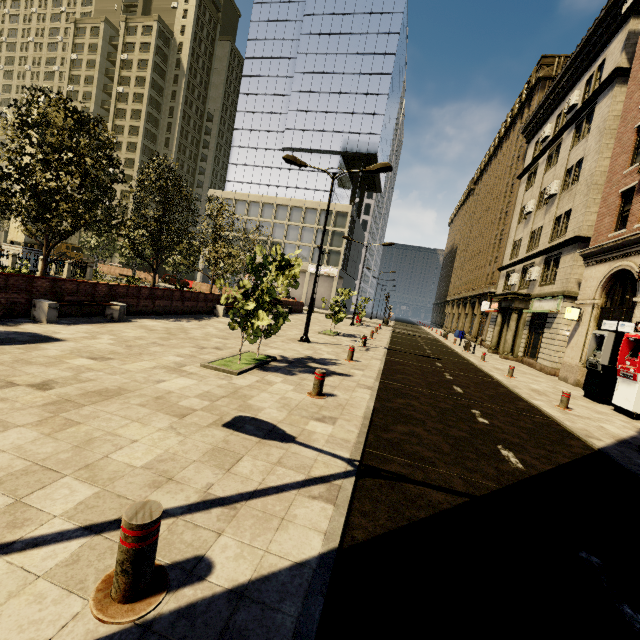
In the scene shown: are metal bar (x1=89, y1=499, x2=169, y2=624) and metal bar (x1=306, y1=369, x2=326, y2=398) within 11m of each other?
yes

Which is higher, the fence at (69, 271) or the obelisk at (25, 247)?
the obelisk at (25, 247)

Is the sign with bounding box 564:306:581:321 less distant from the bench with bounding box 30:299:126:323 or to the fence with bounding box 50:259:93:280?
the bench with bounding box 30:299:126:323

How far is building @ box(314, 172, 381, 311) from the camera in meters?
50.3 m

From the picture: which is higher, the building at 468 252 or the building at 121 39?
the building at 121 39

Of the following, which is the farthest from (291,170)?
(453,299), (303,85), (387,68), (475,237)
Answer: (453,299)

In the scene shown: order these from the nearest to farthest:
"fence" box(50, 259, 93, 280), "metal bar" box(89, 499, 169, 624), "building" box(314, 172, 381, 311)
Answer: "metal bar" box(89, 499, 169, 624), "fence" box(50, 259, 93, 280), "building" box(314, 172, 381, 311)

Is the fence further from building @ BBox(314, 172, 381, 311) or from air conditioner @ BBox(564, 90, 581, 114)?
air conditioner @ BBox(564, 90, 581, 114)
